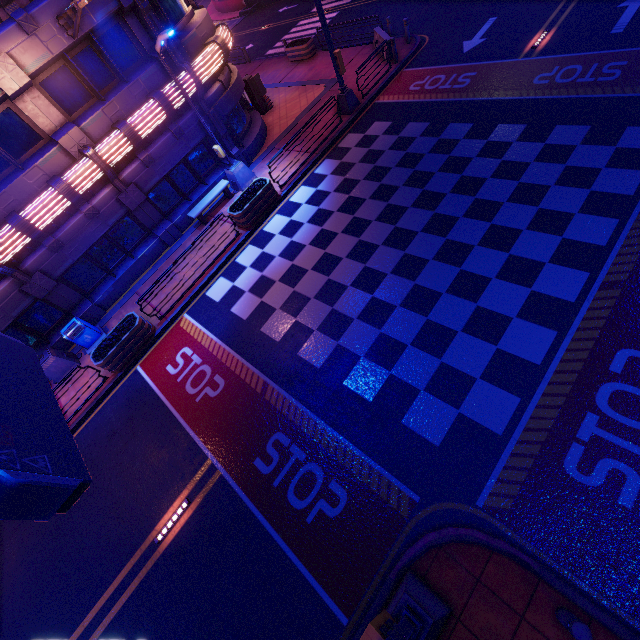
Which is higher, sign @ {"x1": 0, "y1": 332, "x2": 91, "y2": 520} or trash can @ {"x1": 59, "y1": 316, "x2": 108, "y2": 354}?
sign @ {"x1": 0, "y1": 332, "x2": 91, "y2": 520}

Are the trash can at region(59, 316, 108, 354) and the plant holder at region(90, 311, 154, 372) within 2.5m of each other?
yes

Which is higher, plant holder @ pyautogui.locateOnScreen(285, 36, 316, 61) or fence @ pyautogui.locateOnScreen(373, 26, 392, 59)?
fence @ pyautogui.locateOnScreen(373, 26, 392, 59)

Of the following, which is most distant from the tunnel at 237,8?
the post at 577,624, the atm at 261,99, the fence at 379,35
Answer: the post at 577,624

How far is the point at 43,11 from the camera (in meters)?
10.03

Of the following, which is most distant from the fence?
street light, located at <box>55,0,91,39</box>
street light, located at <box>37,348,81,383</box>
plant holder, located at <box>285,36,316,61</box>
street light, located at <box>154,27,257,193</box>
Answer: street light, located at <box>37,348,81,383</box>

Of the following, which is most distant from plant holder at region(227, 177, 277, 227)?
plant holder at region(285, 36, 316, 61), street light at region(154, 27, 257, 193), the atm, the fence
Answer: plant holder at region(285, 36, 316, 61)

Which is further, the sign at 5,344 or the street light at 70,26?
the street light at 70,26
